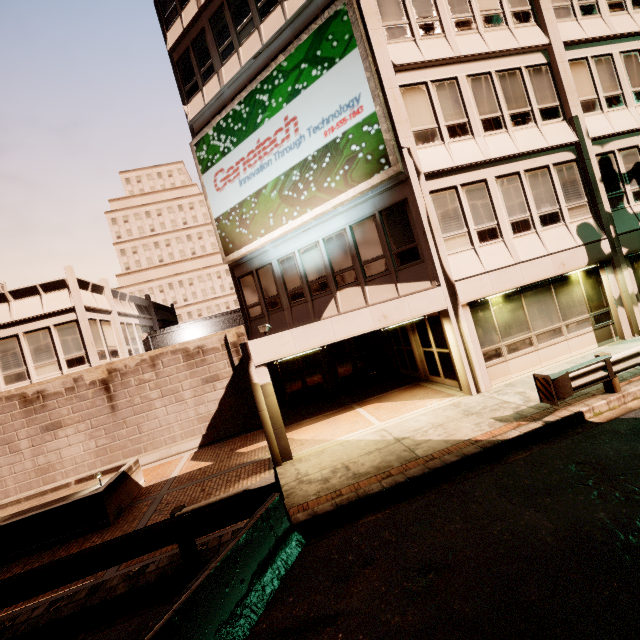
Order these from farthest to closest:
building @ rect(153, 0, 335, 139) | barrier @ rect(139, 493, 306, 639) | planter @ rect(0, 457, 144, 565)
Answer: building @ rect(153, 0, 335, 139) → planter @ rect(0, 457, 144, 565) → barrier @ rect(139, 493, 306, 639)

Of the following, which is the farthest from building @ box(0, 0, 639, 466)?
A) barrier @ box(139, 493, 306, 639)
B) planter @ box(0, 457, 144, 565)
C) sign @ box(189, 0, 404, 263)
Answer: planter @ box(0, 457, 144, 565)

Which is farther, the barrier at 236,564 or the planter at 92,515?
the planter at 92,515

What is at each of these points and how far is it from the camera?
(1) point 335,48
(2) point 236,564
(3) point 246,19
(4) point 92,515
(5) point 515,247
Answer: (1) sign, 10.99m
(2) barrier, 4.79m
(3) building, 13.36m
(4) planter, 8.52m
(5) building, 11.30m

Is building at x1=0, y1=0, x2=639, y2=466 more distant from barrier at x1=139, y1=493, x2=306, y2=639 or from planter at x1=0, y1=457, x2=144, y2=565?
planter at x1=0, y1=457, x2=144, y2=565

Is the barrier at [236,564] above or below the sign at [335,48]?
below

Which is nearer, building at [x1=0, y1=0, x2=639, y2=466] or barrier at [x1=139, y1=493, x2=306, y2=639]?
barrier at [x1=139, y1=493, x2=306, y2=639]
